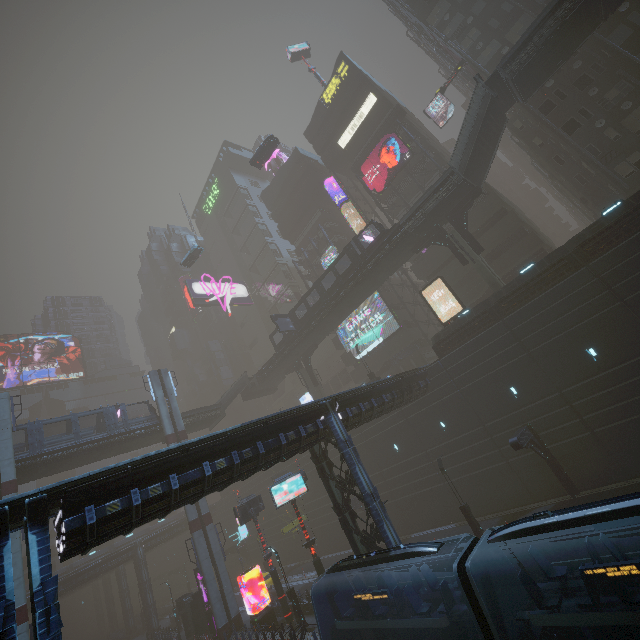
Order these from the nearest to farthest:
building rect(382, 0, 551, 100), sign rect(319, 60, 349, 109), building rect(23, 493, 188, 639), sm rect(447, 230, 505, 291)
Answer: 1. building rect(23, 493, 188, 639)
2. sm rect(447, 230, 505, 291)
3. building rect(382, 0, 551, 100)
4. sign rect(319, 60, 349, 109)

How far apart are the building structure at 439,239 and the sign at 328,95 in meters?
30.5 m

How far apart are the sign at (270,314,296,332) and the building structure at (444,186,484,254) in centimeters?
2104cm

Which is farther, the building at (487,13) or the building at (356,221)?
the building at (356,221)

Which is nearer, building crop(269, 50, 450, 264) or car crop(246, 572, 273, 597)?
car crop(246, 572, 273, 597)

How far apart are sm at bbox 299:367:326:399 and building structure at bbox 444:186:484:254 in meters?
25.7 m

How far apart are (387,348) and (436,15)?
39.2m

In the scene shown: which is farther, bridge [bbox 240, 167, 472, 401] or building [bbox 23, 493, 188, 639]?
bridge [bbox 240, 167, 472, 401]
